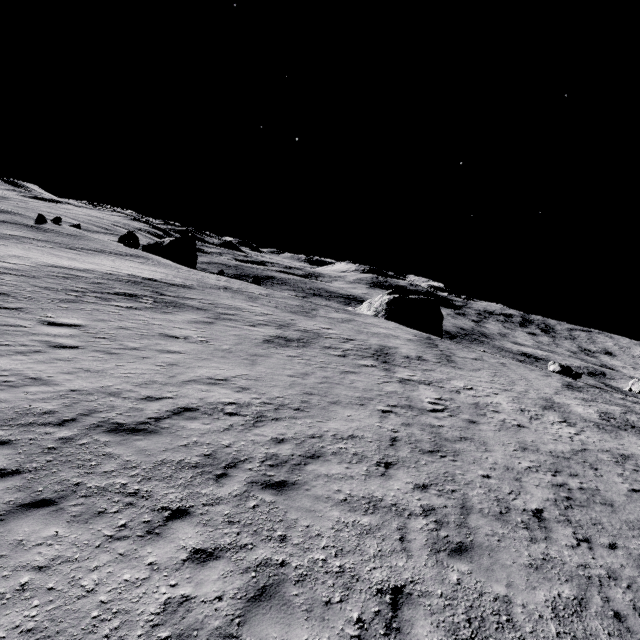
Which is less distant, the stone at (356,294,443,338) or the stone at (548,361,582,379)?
the stone at (548,361,582,379)

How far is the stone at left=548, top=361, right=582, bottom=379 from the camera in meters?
36.3

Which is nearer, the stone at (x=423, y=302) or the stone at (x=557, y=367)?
the stone at (x=557, y=367)

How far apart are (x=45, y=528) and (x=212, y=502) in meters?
2.6

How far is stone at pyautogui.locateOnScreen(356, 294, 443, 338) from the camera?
→ 50.2 meters

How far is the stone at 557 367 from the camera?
36.3m
